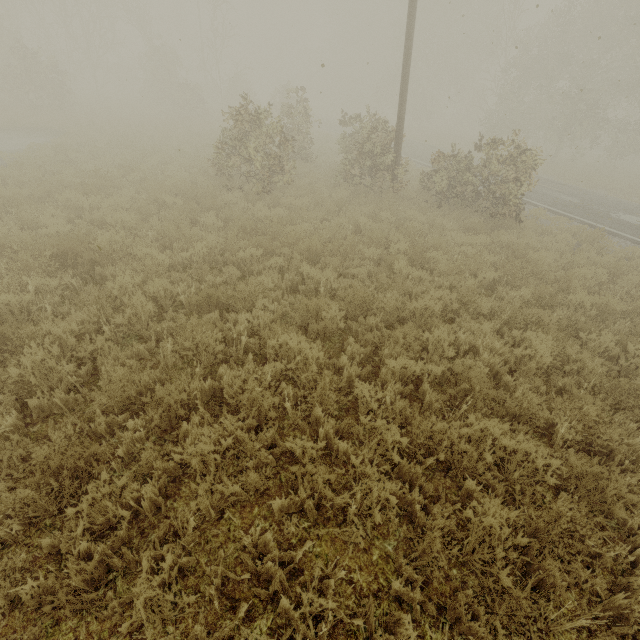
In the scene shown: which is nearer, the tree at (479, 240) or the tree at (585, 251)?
the tree at (479, 240)

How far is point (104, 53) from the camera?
27.7 meters

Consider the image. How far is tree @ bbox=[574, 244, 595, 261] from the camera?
8.5 meters

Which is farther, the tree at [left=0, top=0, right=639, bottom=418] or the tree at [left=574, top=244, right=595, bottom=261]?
the tree at [left=574, top=244, right=595, bottom=261]

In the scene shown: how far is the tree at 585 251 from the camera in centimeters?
854cm
